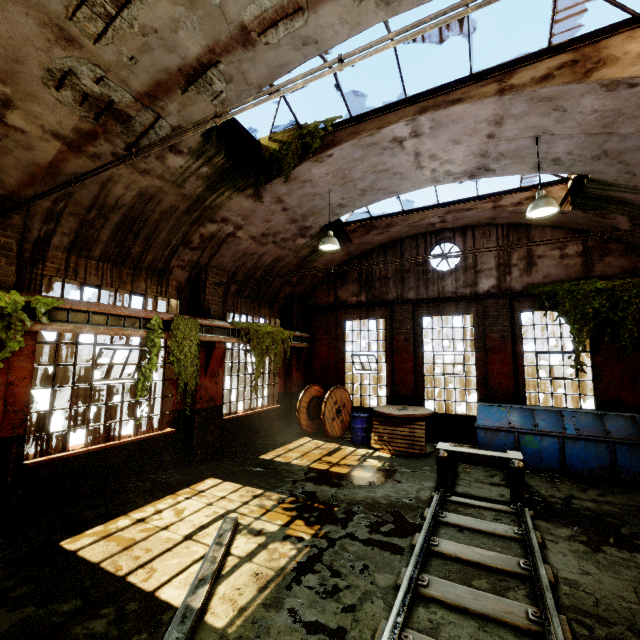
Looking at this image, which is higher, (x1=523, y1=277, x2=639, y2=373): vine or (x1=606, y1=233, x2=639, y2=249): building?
(x1=606, y1=233, x2=639, y2=249): building

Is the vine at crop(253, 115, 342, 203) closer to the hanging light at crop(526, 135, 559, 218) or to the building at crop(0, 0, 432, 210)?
the building at crop(0, 0, 432, 210)

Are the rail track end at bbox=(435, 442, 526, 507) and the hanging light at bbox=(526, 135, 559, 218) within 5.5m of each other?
yes

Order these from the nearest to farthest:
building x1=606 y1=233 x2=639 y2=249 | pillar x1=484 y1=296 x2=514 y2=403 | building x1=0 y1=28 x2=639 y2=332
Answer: building x1=0 y1=28 x2=639 y2=332 < building x1=606 y1=233 x2=639 y2=249 < pillar x1=484 y1=296 x2=514 y2=403

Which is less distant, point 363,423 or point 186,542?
point 186,542

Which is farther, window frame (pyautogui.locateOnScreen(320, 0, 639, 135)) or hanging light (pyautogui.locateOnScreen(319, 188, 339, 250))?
hanging light (pyautogui.locateOnScreen(319, 188, 339, 250))

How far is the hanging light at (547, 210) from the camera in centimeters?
617cm

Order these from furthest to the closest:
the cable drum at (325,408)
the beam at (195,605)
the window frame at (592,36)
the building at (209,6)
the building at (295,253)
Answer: the cable drum at (325,408) → the building at (295,253) → the window frame at (592,36) → the building at (209,6) → the beam at (195,605)
